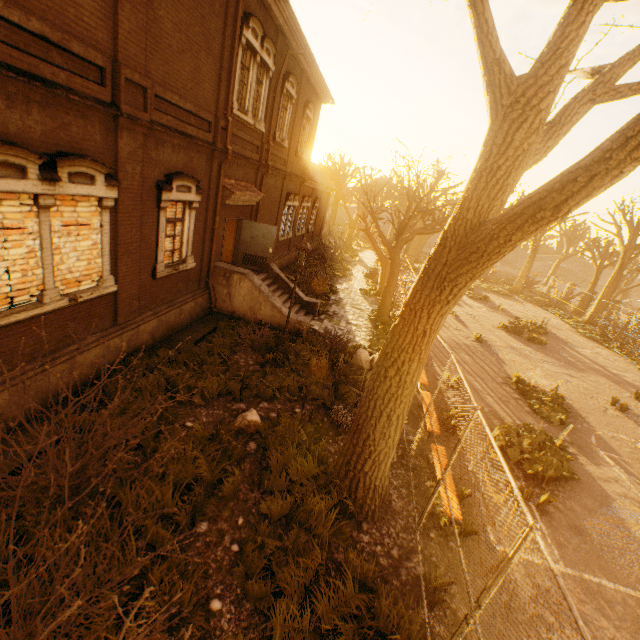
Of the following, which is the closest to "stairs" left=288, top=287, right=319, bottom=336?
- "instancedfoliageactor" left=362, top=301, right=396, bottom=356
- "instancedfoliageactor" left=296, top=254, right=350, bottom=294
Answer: "instancedfoliageactor" left=296, top=254, right=350, bottom=294

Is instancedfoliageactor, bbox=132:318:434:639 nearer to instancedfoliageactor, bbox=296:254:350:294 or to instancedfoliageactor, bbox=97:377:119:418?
instancedfoliageactor, bbox=97:377:119:418

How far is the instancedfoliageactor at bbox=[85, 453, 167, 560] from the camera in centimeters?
448cm

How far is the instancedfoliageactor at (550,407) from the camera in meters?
11.3 m

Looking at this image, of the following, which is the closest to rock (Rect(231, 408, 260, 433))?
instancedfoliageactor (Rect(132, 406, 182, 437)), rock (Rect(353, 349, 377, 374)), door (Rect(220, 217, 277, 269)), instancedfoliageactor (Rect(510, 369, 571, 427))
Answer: instancedfoliageactor (Rect(132, 406, 182, 437))

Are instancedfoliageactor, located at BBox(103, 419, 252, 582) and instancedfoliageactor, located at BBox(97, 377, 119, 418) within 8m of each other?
yes

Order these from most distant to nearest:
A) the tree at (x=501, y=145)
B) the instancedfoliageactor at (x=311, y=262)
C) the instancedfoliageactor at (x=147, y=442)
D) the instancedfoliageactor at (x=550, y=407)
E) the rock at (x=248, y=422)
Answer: the instancedfoliageactor at (x=311, y=262) < the instancedfoliageactor at (x=550, y=407) < the rock at (x=248, y=422) < the instancedfoliageactor at (x=147, y=442) < the tree at (x=501, y=145)

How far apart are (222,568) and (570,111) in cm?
817
